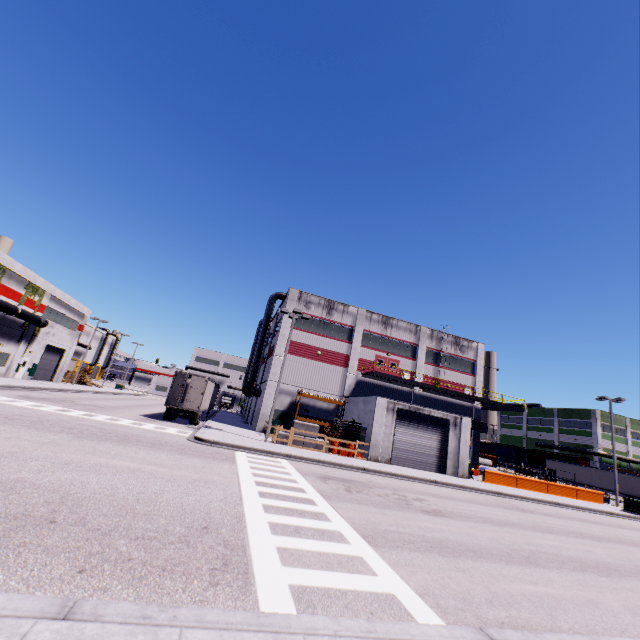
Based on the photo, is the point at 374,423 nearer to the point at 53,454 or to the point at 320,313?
the point at 320,313

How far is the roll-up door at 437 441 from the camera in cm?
2570

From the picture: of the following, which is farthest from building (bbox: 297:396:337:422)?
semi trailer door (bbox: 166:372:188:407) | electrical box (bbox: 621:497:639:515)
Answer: semi trailer door (bbox: 166:372:188:407)

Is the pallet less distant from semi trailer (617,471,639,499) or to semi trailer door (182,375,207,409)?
semi trailer (617,471,639,499)

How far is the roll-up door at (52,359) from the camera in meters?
40.2 m

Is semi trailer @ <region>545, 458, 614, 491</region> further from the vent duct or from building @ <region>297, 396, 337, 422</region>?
the vent duct

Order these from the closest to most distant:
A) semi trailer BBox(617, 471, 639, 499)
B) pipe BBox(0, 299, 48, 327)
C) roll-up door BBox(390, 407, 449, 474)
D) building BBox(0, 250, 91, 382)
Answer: roll-up door BBox(390, 407, 449, 474) < pipe BBox(0, 299, 48, 327) < building BBox(0, 250, 91, 382) < semi trailer BBox(617, 471, 639, 499)

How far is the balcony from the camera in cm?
3219
